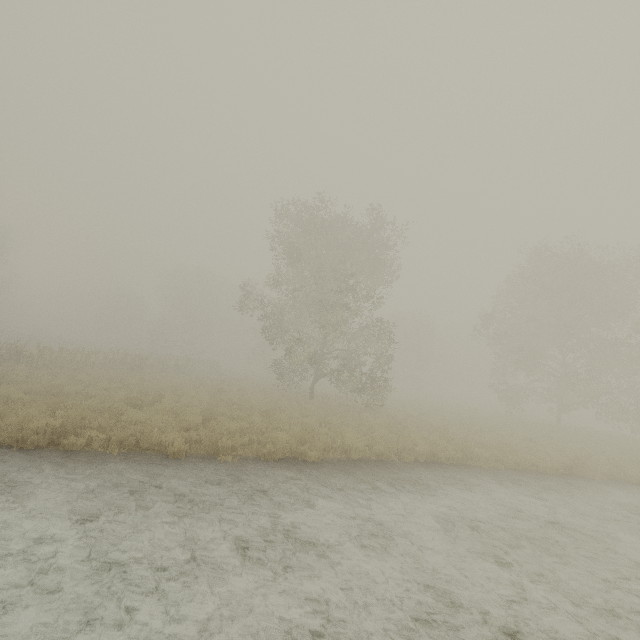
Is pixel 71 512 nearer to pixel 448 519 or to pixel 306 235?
pixel 448 519
